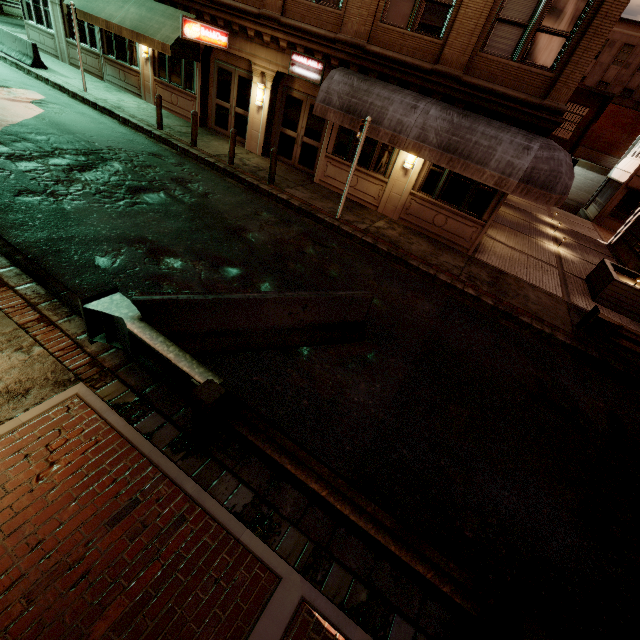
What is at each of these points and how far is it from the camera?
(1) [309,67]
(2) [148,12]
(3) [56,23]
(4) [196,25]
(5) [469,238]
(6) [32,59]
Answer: (1) sign, 11.8 meters
(2) awning, 13.5 meters
(3) building, 17.4 meters
(4) sign, 11.7 meters
(5) building, 11.7 meters
(6) barrier, 15.5 meters

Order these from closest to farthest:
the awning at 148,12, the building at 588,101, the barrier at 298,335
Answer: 1. the barrier at 298,335
2. the building at 588,101
3. the awning at 148,12

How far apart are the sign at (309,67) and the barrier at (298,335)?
9.97m

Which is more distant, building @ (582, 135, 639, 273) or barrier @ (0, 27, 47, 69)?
building @ (582, 135, 639, 273)

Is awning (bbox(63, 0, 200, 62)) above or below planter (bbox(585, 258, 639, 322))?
above

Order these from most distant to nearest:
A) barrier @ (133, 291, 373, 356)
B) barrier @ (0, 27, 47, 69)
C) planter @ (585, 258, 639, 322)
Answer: barrier @ (0, 27, 47, 69), planter @ (585, 258, 639, 322), barrier @ (133, 291, 373, 356)

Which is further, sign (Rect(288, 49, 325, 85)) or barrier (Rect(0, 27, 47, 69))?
barrier (Rect(0, 27, 47, 69))

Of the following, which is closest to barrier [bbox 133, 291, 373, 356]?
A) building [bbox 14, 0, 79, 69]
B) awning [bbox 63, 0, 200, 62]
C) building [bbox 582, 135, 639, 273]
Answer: building [bbox 14, 0, 79, 69]
